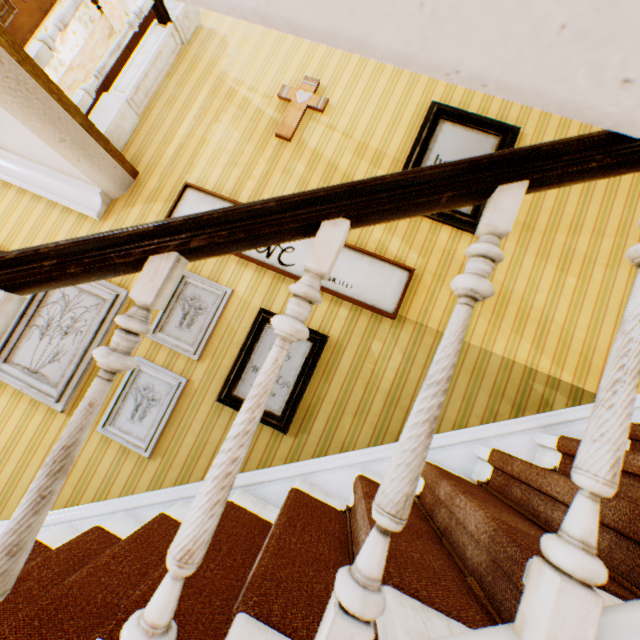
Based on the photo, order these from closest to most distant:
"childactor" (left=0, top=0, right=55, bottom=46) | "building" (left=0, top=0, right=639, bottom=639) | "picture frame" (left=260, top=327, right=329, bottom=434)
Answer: "building" (left=0, top=0, right=639, bottom=639), "picture frame" (left=260, top=327, right=329, bottom=434), "childactor" (left=0, top=0, right=55, bottom=46)

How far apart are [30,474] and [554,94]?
3.4m

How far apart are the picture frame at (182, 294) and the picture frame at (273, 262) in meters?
0.3 m

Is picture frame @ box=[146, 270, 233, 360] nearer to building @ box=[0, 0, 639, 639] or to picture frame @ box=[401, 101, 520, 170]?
building @ box=[0, 0, 639, 639]

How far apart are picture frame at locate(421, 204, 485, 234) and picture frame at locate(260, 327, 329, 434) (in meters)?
1.16

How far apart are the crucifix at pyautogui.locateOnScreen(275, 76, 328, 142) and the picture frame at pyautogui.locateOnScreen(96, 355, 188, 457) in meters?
2.1

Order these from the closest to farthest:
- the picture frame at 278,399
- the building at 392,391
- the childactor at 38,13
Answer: the building at 392,391, the picture frame at 278,399, the childactor at 38,13

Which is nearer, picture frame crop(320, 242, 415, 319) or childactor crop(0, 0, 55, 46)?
picture frame crop(320, 242, 415, 319)
